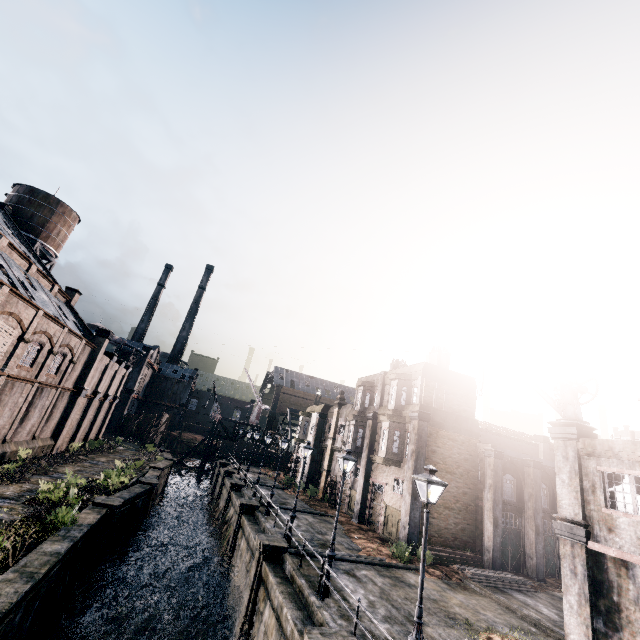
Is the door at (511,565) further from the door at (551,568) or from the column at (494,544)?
the door at (551,568)

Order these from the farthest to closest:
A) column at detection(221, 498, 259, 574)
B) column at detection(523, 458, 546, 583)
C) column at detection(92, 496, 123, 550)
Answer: column at detection(221, 498, 259, 574) < column at detection(523, 458, 546, 583) < column at detection(92, 496, 123, 550)

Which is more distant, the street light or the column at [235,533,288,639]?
the column at [235,533,288,639]

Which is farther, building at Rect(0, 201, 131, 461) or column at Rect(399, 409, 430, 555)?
column at Rect(399, 409, 430, 555)

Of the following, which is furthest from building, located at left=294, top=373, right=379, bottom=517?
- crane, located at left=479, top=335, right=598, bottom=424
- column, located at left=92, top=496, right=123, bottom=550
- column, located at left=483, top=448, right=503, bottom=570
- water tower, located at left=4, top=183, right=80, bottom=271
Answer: water tower, located at left=4, top=183, right=80, bottom=271

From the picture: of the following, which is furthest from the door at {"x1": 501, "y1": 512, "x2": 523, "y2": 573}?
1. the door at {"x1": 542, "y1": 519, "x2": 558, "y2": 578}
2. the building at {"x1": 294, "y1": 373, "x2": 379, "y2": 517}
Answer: the building at {"x1": 294, "y1": 373, "x2": 379, "y2": 517}

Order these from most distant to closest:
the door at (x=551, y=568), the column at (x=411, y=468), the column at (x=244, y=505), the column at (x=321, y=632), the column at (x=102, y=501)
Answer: the door at (x=551, y=568)
the column at (x=244, y=505)
the column at (x=411, y=468)
the column at (x=102, y=501)
the column at (x=321, y=632)

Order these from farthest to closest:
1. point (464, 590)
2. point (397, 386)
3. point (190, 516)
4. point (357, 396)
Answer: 1. point (190, 516)
2. point (357, 396)
3. point (397, 386)
4. point (464, 590)
